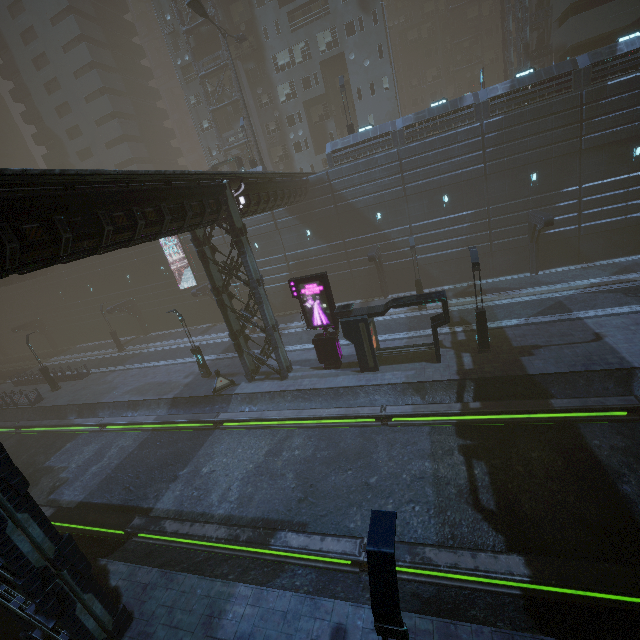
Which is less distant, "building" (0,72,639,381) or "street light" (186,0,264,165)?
"building" (0,72,639,381)

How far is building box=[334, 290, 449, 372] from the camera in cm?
1666

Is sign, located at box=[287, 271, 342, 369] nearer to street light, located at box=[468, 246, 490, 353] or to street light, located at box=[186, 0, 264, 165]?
street light, located at box=[468, 246, 490, 353]

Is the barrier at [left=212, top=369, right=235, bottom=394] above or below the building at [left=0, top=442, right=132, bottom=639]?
below

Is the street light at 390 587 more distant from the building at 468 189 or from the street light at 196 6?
the street light at 196 6

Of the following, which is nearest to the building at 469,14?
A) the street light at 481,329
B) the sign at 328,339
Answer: the sign at 328,339

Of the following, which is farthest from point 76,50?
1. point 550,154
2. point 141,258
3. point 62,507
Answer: point 550,154

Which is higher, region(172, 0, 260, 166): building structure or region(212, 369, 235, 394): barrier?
region(172, 0, 260, 166): building structure
